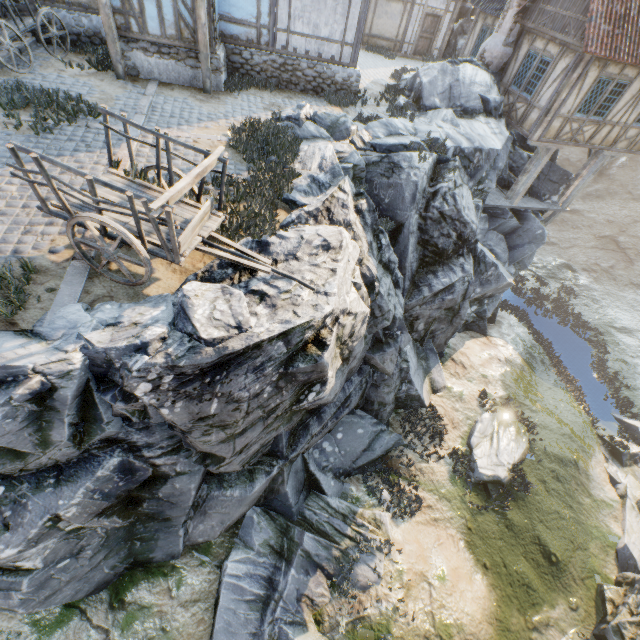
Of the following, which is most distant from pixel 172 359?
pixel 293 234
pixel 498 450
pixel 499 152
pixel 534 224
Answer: pixel 534 224

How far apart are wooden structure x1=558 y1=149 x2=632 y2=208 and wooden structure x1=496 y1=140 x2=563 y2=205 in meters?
2.3

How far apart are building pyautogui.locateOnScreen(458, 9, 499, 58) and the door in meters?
2.9 m

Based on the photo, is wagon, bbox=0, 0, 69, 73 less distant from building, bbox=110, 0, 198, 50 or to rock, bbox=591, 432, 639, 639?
building, bbox=110, 0, 198, 50

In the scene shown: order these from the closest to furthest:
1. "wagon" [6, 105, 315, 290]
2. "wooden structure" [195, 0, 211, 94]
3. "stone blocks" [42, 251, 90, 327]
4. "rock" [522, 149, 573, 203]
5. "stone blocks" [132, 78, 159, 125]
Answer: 1. "wagon" [6, 105, 315, 290]
2. "stone blocks" [42, 251, 90, 327]
3. "stone blocks" [132, 78, 159, 125]
4. "wooden structure" [195, 0, 211, 94]
5. "rock" [522, 149, 573, 203]

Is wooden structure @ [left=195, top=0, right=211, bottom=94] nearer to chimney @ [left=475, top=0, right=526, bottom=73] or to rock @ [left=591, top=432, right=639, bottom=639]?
rock @ [left=591, top=432, right=639, bottom=639]

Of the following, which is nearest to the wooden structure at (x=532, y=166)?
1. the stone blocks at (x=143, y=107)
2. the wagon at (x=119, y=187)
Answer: the wagon at (x=119, y=187)

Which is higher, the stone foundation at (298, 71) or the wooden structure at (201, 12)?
the wooden structure at (201, 12)
